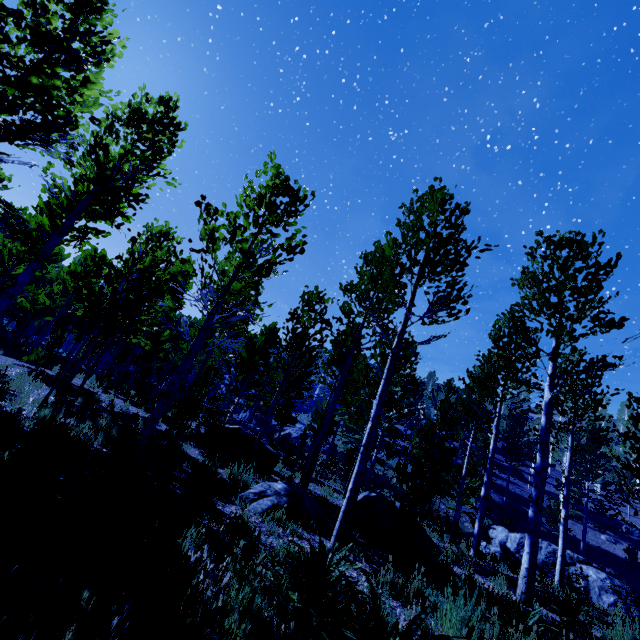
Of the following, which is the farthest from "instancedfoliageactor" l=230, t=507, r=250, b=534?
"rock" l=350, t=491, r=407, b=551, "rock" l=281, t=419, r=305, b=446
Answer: "rock" l=350, t=491, r=407, b=551

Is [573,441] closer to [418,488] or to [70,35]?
[418,488]

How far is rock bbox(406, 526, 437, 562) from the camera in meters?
7.0 m

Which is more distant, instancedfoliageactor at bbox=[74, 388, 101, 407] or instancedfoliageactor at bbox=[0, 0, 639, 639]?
instancedfoliageactor at bbox=[74, 388, 101, 407]

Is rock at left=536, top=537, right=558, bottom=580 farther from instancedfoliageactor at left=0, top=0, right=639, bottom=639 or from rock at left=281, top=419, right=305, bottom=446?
rock at left=281, top=419, right=305, bottom=446

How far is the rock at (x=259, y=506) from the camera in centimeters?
593cm

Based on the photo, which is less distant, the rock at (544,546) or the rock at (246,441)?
the rock at (246,441)
